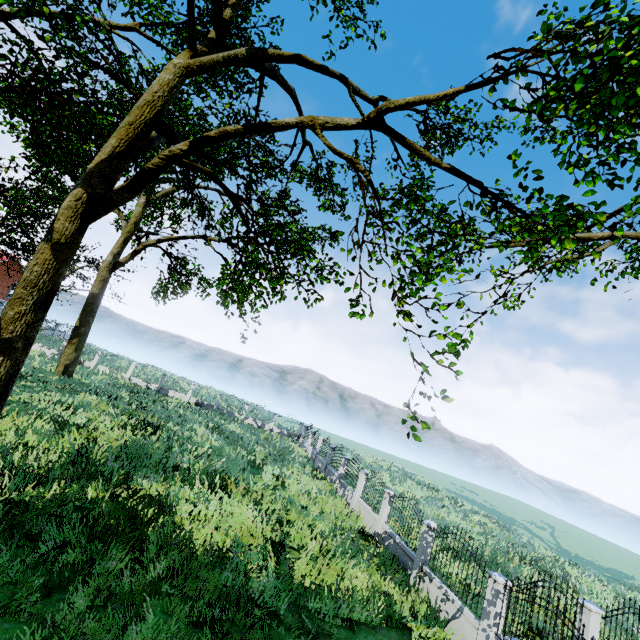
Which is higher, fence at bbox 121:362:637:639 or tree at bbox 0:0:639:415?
tree at bbox 0:0:639:415

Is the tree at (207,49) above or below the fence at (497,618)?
above

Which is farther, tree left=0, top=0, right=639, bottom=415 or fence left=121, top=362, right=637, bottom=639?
fence left=121, top=362, right=637, bottom=639

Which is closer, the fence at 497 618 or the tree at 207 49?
the tree at 207 49

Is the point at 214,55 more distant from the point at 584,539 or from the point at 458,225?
the point at 584,539
